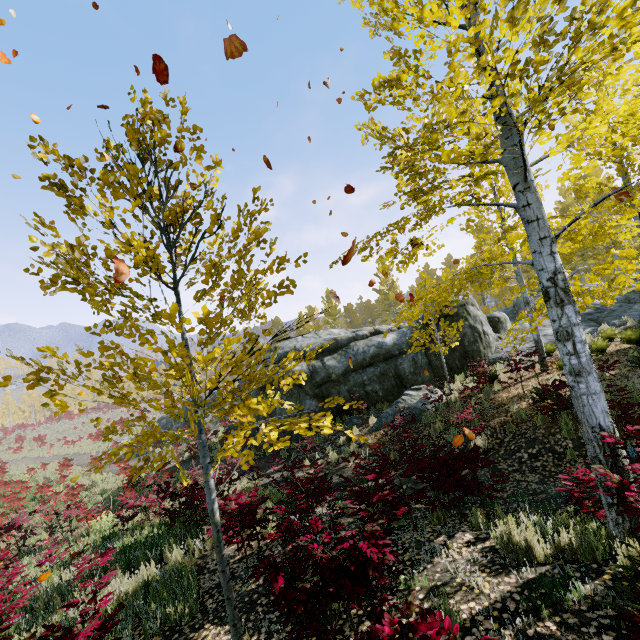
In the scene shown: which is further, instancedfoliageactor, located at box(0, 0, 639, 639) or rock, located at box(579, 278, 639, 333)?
rock, located at box(579, 278, 639, 333)

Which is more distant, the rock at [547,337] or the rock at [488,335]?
the rock at [488,335]

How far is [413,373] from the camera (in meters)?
15.30

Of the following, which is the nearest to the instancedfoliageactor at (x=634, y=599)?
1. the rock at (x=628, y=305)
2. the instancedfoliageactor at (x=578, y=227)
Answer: the rock at (x=628, y=305)

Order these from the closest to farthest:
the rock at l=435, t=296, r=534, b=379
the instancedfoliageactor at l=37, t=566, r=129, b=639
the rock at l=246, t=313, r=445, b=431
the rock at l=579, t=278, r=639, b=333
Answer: the instancedfoliageactor at l=37, t=566, r=129, b=639 < the rock at l=246, t=313, r=445, b=431 < the rock at l=579, t=278, r=639, b=333 < the rock at l=435, t=296, r=534, b=379

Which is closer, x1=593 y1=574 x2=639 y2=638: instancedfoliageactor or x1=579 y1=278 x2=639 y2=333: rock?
x1=593 y1=574 x2=639 y2=638: instancedfoliageactor
